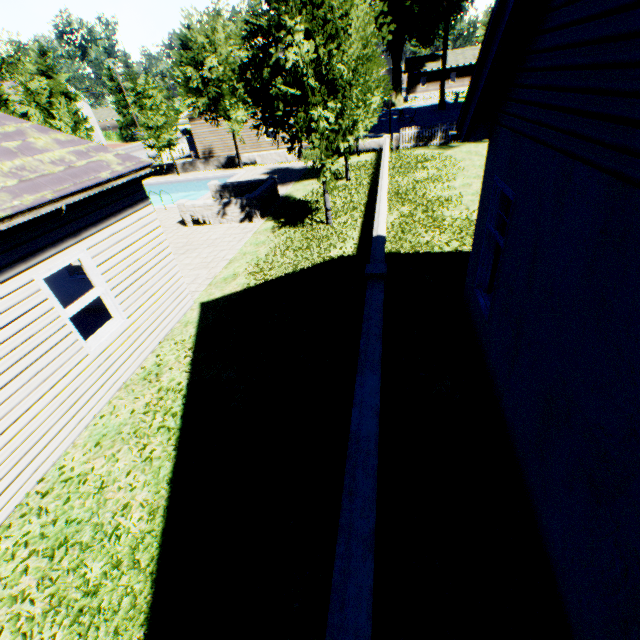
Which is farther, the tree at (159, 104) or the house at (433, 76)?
the house at (433, 76)

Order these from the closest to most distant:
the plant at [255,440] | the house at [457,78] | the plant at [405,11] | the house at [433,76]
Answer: the plant at [255,440] < the plant at [405,11] < the house at [457,78] < the house at [433,76]

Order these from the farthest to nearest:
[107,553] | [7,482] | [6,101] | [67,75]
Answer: [6,101] < [67,75] < [7,482] < [107,553]

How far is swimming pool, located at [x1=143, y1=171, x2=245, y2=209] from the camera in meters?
22.6

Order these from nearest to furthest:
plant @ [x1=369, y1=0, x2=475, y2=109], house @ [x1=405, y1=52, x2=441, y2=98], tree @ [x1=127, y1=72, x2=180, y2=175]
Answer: tree @ [x1=127, y1=72, x2=180, y2=175] < plant @ [x1=369, y1=0, x2=475, y2=109] < house @ [x1=405, y1=52, x2=441, y2=98]

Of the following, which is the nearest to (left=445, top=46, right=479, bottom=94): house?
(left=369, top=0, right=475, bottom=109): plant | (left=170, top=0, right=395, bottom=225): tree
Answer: (left=369, top=0, right=475, bottom=109): plant

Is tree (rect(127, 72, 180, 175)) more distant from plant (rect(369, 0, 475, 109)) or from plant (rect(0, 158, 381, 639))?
plant (rect(0, 158, 381, 639))

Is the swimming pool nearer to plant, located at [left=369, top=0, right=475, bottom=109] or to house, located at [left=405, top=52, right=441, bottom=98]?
plant, located at [left=369, top=0, right=475, bottom=109]
